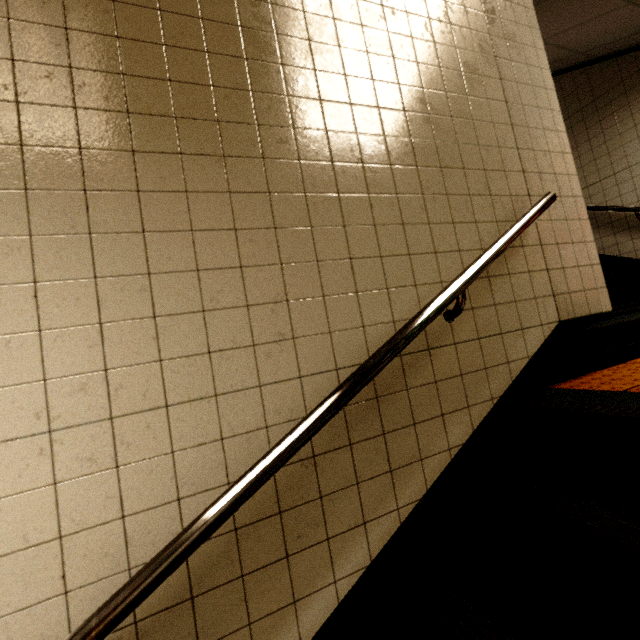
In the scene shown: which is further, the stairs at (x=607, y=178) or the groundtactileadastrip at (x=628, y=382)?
the stairs at (x=607, y=178)

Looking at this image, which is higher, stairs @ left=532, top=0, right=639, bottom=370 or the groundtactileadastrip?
stairs @ left=532, top=0, right=639, bottom=370

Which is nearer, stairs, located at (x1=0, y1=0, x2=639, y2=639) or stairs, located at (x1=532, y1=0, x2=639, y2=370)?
stairs, located at (x1=0, y1=0, x2=639, y2=639)

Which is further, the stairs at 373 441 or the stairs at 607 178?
the stairs at 607 178

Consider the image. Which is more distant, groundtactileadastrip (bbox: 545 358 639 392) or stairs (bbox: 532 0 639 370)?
stairs (bbox: 532 0 639 370)

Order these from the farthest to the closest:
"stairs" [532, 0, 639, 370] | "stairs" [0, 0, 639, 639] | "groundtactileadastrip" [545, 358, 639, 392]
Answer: "stairs" [532, 0, 639, 370], "groundtactileadastrip" [545, 358, 639, 392], "stairs" [0, 0, 639, 639]

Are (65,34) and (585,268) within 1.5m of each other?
no

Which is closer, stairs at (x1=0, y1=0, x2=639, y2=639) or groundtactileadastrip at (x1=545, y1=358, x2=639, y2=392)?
stairs at (x1=0, y1=0, x2=639, y2=639)
